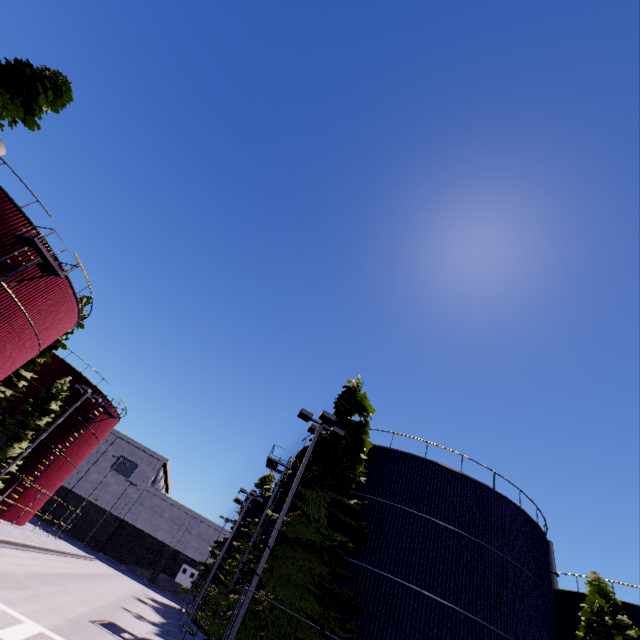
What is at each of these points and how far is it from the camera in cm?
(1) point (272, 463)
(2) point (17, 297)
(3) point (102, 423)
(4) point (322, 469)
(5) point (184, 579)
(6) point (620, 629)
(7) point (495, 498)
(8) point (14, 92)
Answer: (1) silo, 2581
(2) silo, 1812
(3) silo, 3581
(4) tree, 1587
(5) door, 5519
(6) tree, 1952
(7) silo, 1806
(8) tree, 1455

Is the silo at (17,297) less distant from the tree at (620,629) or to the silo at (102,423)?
the silo at (102,423)

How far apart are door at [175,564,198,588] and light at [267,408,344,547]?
58.90m

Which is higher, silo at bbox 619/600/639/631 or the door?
silo at bbox 619/600/639/631

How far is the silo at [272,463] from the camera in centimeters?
2083cm

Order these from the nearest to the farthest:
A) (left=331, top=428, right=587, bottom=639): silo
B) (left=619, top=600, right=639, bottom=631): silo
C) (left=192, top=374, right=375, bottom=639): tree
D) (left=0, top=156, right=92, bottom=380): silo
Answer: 1. (left=192, top=374, right=375, bottom=639): tree
2. (left=331, top=428, right=587, bottom=639): silo
3. (left=0, top=156, right=92, bottom=380): silo
4. (left=619, top=600, right=639, bottom=631): silo

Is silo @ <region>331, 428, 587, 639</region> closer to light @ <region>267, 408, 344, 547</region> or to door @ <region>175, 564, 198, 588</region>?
light @ <region>267, 408, 344, 547</region>

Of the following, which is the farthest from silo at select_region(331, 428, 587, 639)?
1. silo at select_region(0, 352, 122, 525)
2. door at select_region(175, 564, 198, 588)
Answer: door at select_region(175, 564, 198, 588)
